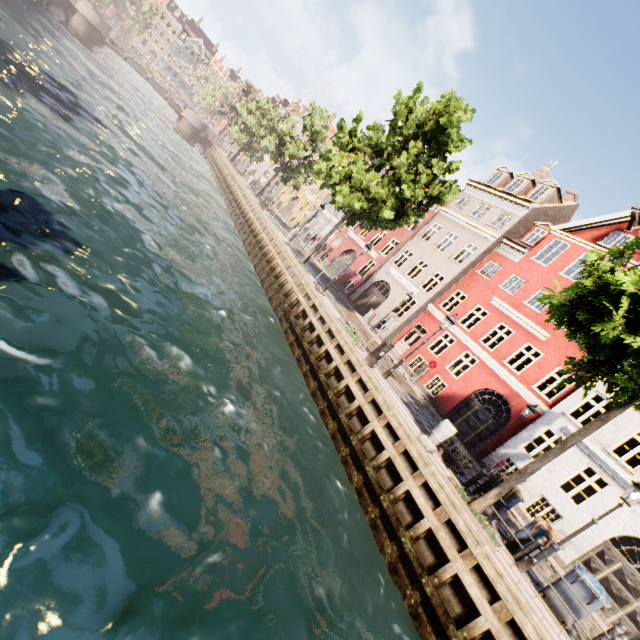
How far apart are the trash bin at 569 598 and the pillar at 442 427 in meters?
4.0 m

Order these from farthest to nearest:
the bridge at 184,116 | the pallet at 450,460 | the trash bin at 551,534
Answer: the bridge at 184,116 → the pallet at 450,460 → the trash bin at 551,534

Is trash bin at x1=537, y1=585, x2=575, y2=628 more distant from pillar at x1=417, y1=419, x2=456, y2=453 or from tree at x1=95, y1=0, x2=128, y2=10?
pillar at x1=417, y1=419, x2=456, y2=453

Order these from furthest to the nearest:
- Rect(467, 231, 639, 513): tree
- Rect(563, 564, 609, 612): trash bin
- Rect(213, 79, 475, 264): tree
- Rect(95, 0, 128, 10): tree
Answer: Rect(95, 0, 128, 10): tree, Rect(213, 79, 475, 264): tree, Rect(563, 564, 609, 612): trash bin, Rect(467, 231, 639, 513): tree

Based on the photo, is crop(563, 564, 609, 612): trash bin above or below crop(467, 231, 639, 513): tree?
below

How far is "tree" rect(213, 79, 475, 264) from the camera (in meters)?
16.16

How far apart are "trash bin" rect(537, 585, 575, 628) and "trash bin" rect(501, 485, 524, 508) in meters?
1.7 m

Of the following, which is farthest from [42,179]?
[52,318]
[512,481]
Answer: [512,481]
